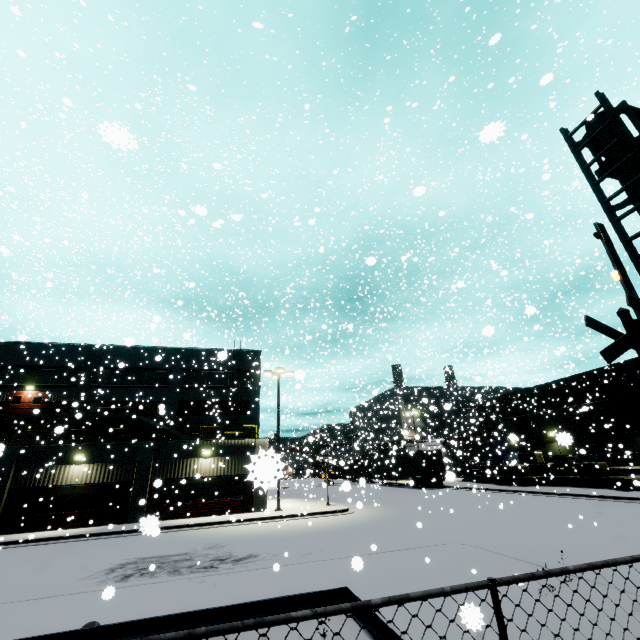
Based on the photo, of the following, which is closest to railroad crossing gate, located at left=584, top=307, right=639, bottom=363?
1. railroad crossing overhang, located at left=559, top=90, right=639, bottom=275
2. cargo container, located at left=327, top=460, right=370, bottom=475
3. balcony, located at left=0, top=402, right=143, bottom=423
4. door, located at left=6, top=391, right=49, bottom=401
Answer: railroad crossing overhang, located at left=559, top=90, right=639, bottom=275

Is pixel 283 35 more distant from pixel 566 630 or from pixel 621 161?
pixel 566 630

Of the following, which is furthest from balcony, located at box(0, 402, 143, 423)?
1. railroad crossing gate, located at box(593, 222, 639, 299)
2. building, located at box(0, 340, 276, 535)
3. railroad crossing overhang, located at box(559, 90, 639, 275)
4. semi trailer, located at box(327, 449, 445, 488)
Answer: railroad crossing overhang, located at box(559, 90, 639, 275)

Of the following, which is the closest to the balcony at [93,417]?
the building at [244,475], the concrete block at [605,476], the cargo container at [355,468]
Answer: the building at [244,475]

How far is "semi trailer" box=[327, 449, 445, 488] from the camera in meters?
35.8

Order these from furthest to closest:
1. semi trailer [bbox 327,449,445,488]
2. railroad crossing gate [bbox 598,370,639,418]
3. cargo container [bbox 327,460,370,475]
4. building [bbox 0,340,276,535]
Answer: semi trailer [bbox 327,449,445,488] < cargo container [bbox 327,460,370,475] < building [bbox 0,340,276,535] < railroad crossing gate [bbox 598,370,639,418]

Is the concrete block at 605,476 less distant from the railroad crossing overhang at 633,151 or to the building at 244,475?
the building at 244,475

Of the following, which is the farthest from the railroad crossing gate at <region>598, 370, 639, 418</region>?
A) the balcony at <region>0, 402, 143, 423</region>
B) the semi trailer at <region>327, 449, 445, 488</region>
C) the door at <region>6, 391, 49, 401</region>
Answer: the semi trailer at <region>327, 449, 445, 488</region>
